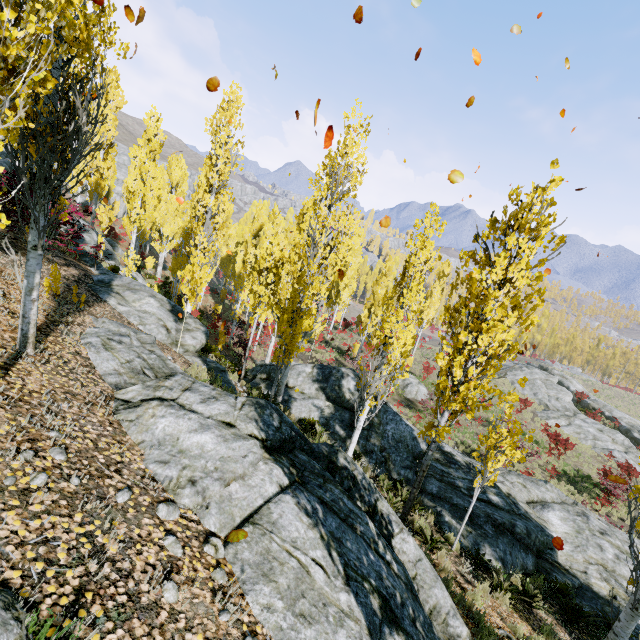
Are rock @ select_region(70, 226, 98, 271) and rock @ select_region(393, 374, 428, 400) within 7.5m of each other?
no

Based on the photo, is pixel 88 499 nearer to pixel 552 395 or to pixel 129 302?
pixel 129 302

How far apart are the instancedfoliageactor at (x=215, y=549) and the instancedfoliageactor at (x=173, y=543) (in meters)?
0.26

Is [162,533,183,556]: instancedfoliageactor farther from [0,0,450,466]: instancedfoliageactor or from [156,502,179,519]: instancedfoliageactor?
[0,0,450,466]: instancedfoliageactor

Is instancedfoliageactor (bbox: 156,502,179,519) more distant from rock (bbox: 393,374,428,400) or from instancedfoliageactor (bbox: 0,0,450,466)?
rock (bbox: 393,374,428,400)

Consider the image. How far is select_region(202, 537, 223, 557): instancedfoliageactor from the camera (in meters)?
3.24

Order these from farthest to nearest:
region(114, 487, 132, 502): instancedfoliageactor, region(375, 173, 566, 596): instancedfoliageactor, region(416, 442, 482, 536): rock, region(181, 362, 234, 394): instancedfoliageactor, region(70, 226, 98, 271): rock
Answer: region(70, 226, 98, 271): rock → region(416, 442, 482, 536): rock → region(181, 362, 234, 394): instancedfoliageactor → region(375, 173, 566, 596): instancedfoliageactor → region(114, 487, 132, 502): instancedfoliageactor

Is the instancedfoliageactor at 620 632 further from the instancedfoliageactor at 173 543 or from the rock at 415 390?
the instancedfoliageactor at 173 543
